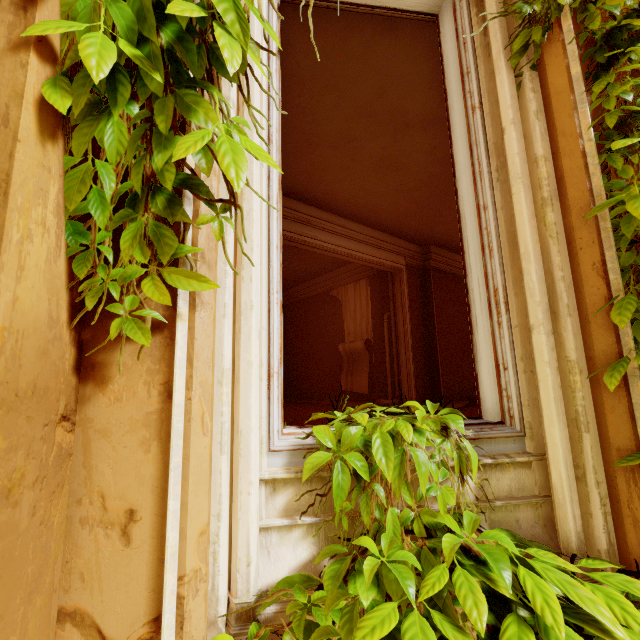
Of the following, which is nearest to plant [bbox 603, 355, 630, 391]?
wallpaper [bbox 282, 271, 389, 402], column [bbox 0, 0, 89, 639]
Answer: column [bbox 0, 0, 89, 639]

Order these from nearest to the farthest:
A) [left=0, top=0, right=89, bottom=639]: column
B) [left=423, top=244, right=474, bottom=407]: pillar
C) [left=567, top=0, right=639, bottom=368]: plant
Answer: [left=0, top=0, right=89, bottom=639]: column < [left=567, top=0, right=639, bottom=368]: plant < [left=423, top=244, right=474, bottom=407]: pillar

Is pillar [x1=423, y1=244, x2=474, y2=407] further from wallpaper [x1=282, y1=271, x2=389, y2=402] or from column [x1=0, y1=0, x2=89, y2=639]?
column [x1=0, y1=0, x2=89, y2=639]

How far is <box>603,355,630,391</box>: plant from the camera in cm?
120

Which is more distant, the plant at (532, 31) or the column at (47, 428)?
the plant at (532, 31)

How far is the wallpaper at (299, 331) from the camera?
7.9m

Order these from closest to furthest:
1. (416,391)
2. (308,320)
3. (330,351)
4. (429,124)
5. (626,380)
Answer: (626,380), (429,124), (416,391), (330,351), (308,320)
